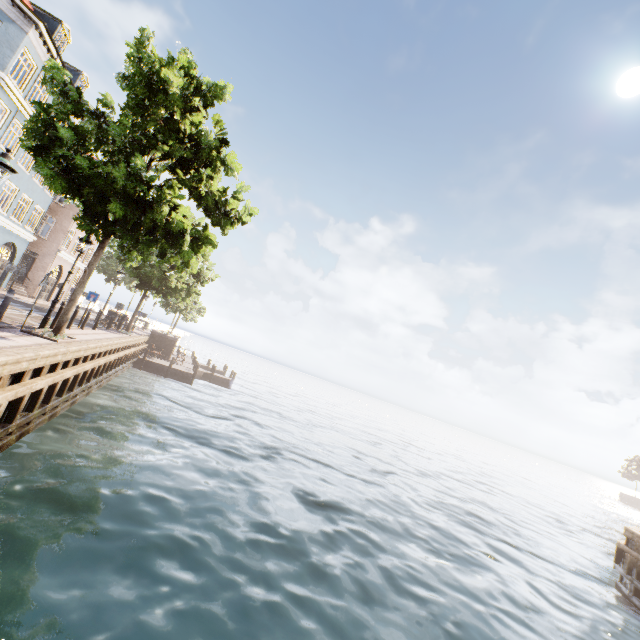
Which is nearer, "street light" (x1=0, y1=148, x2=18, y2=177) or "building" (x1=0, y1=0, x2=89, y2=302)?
"street light" (x1=0, y1=148, x2=18, y2=177)

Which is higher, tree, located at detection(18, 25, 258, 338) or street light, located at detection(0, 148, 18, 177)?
tree, located at detection(18, 25, 258, 338)

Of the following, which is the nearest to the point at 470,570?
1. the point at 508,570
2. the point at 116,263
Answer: the point at 508,570

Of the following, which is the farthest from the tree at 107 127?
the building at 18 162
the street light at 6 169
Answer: the building at 18 162

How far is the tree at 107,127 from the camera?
8.9 meters

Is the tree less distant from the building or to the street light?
the street light

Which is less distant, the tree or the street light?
the street light
